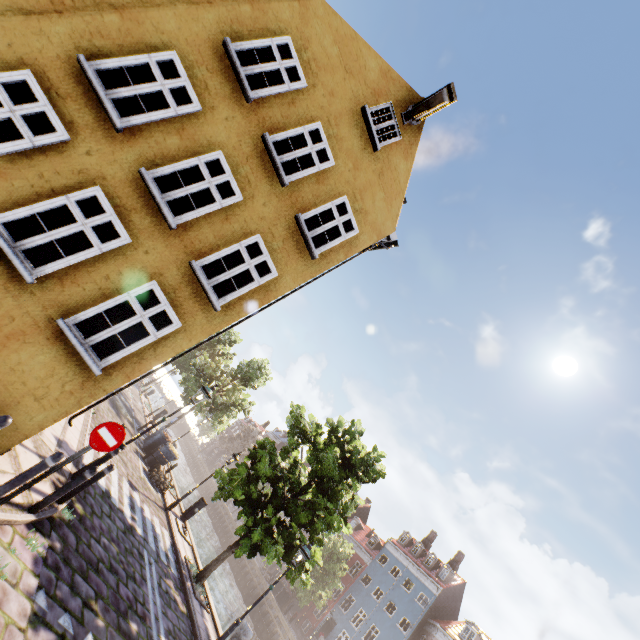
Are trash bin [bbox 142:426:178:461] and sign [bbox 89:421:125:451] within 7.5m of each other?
no

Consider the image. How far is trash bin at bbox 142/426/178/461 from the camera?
17.17m

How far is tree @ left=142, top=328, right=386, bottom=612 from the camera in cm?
1182

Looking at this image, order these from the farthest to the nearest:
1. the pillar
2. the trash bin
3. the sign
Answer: the trash bin
the pillar
the sign

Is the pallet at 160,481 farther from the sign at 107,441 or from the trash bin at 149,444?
the sign at 107,441

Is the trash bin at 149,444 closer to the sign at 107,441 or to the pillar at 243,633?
the pillar at 243,633

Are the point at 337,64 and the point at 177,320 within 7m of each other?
no

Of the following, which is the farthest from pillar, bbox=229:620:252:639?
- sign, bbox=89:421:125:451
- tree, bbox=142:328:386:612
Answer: sign, bbox=89:421:125:451
